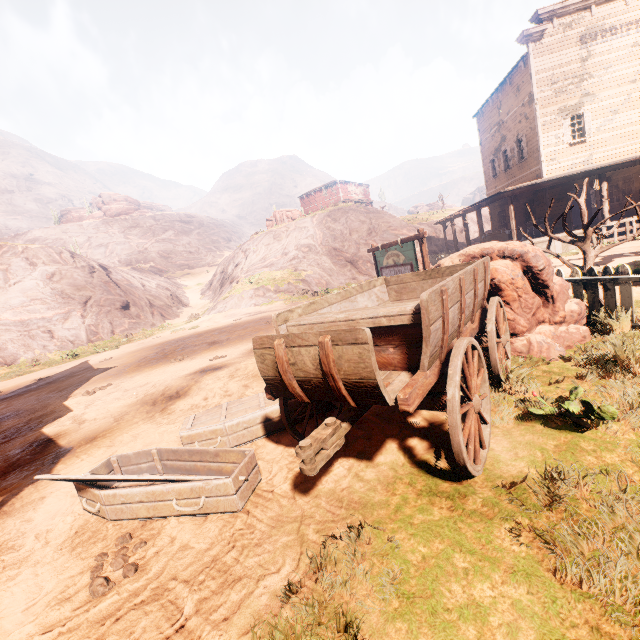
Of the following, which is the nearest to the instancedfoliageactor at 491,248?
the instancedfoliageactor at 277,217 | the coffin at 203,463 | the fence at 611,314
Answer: the fence at 611,314

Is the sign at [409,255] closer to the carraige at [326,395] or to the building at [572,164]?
the carraige at [326,395]

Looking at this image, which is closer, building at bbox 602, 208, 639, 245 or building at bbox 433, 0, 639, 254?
building at bbox 602, 208, 639, 245

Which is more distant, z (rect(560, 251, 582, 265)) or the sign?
z (rect(560, 251, 582, 265))

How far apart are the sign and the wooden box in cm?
1141

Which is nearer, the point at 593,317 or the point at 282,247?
the point at 593,317

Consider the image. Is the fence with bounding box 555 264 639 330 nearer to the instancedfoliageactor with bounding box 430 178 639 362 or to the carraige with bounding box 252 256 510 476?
the instancedfoliageactor with bounding box 430 178 639 362

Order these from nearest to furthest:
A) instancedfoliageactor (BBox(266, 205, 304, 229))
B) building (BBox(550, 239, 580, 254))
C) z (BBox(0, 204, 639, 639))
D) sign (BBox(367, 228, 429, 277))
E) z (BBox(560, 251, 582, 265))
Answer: z (BBox(0, 204, 639, 639))
sign (BBox(367, 228, 429, 277))
z (BBox(560, 251, 582, 265))
building (BBox(550, 239, 580, 254))
instancedfoliageactor (BBox(266, 205, 304, 229))
